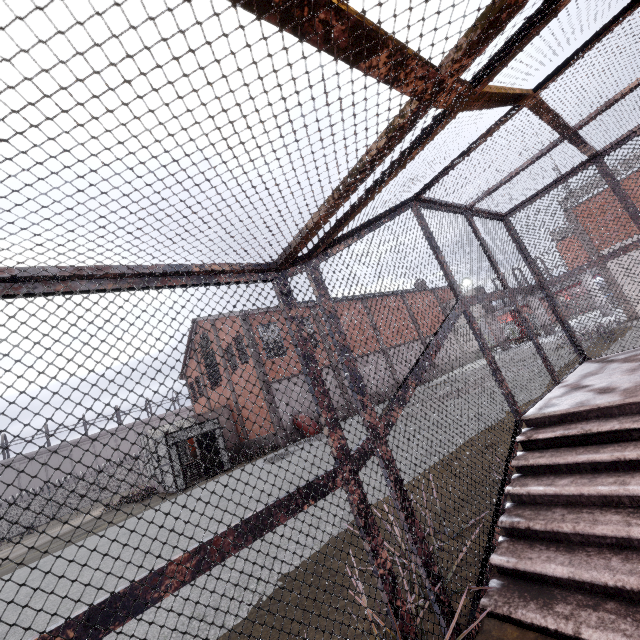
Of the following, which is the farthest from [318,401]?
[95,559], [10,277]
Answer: [95,559]

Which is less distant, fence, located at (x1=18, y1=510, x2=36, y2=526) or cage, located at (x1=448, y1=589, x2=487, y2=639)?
cage, located at (x1=448, y1=589, x2=487, y2=639)

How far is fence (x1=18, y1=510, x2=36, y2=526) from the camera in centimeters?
3073cm

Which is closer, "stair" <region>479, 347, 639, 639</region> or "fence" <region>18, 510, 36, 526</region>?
"stair" <region>479, 347, 639, 639</region>

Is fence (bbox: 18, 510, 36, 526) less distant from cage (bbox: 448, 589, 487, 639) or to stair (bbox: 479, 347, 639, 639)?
cage (bbox: 448, 589, 487, 639)

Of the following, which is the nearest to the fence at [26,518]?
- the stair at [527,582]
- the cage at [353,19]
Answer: the cage at [353,19]

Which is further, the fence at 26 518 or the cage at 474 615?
the fence at 26 518
